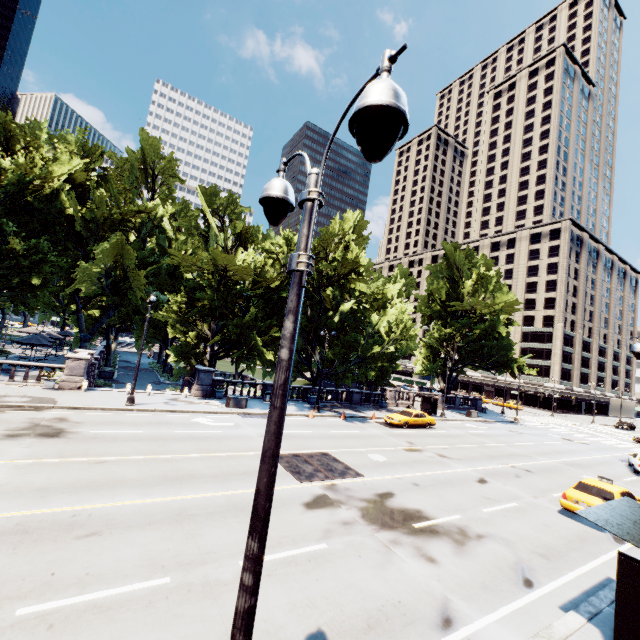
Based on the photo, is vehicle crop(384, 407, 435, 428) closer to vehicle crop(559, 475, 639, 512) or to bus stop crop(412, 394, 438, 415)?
bus stop crop(412, 394, 438, 415)

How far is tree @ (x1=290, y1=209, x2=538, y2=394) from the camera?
30.0m

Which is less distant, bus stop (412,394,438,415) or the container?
the container

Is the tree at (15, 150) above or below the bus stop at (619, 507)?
above

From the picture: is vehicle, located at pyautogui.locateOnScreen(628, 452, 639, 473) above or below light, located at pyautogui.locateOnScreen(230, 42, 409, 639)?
below

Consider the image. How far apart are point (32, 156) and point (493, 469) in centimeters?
4683cm

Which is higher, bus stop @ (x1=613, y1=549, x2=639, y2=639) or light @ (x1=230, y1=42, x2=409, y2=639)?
light @ (x1=230, y1=42, x2=409, y2=639)

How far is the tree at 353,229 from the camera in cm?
2998
